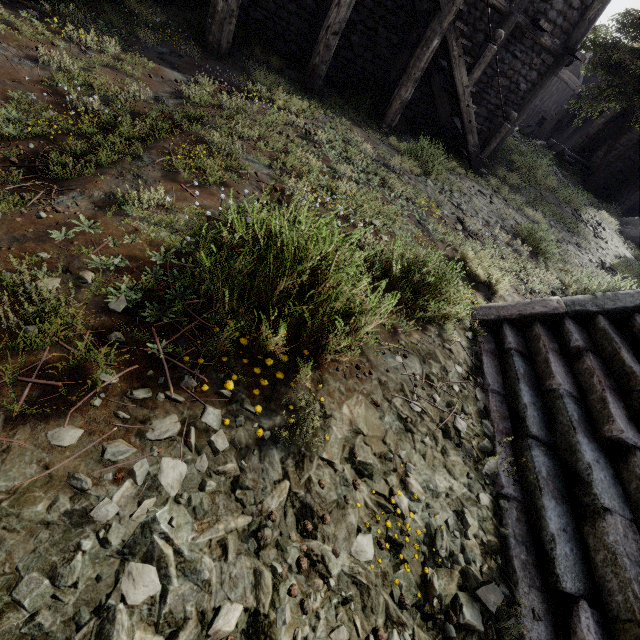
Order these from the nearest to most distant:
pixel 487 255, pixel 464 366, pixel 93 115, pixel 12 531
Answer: pixel 12 531 → pixel 464 366 → pixel 93 115 → pixel 487 255

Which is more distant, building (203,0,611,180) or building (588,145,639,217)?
building (588,145,639,217)

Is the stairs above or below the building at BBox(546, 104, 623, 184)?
below

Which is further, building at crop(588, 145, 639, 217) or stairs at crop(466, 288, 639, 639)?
building at crop(588, 145, 639, 217)

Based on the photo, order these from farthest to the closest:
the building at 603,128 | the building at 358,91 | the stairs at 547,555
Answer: the building at 603,128
the building at 358,91
the stairs at 547,555

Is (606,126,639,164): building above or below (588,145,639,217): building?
above

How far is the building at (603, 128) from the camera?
24.1m
